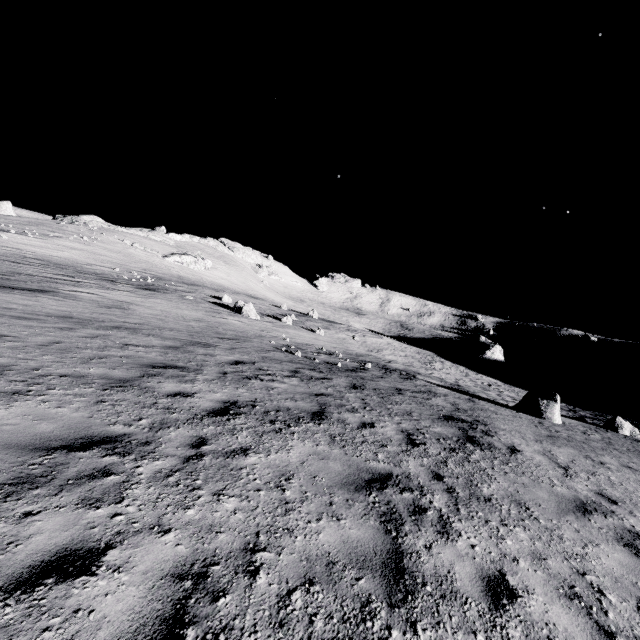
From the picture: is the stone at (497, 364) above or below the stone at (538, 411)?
above

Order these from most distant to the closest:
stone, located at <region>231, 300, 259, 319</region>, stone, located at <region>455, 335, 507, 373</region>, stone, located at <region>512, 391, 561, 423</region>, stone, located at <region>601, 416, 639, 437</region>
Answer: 1. stone, located at <region>455, 335, 507, 373</region>
2. stone, located at <region>231, 300, 259, 319</region>
3. stone, located at <region>601, 416, 639, 437</region>
4. stone, located at <region>512, 391, 561, 423</region>

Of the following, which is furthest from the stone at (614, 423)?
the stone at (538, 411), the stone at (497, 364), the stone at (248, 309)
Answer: the stone at (248, 309)

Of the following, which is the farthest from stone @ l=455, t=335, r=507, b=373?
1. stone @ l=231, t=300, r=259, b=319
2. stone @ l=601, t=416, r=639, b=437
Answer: stone @ l=231, t=300, r=259, b=319

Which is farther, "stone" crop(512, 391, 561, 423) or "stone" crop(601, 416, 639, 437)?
"stone" crop(601, 416, 639, 437)

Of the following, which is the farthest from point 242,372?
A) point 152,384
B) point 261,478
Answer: point 261,478

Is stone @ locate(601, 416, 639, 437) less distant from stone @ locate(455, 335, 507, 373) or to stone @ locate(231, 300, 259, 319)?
stone @ locate(455, 335, 507, 373)

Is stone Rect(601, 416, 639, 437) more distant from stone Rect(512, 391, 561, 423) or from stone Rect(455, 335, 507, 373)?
stone Rect(455, 335, 507, 373)
